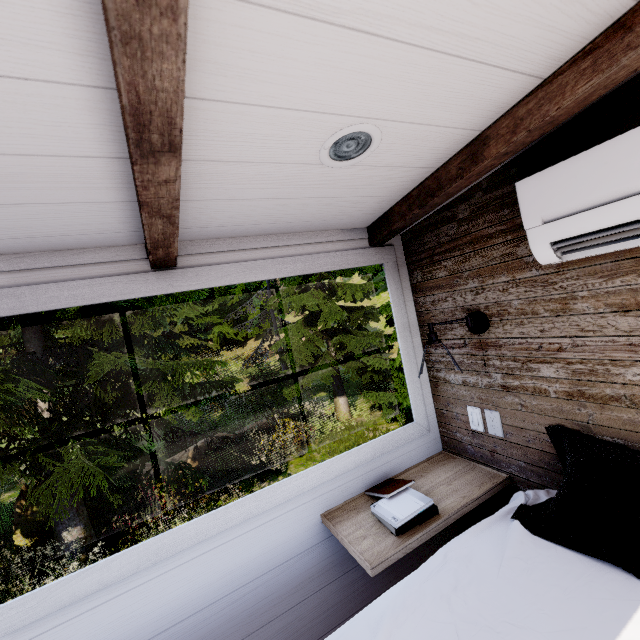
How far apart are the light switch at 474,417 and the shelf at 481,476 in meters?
0.2

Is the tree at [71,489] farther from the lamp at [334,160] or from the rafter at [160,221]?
the lamp at [334,160]

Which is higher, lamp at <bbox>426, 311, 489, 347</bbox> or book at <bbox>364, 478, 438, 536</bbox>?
lamp at <bbox>426, 311, 489, 347</bbox>

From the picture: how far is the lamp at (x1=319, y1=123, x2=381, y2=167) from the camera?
1.0m

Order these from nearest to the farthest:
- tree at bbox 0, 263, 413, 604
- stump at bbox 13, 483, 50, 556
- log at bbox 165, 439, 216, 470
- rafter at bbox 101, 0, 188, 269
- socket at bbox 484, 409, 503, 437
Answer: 1. rafter at bbox 101, 0, 188, 269
2. socket at bbox 484, 409, 503, 437
3. tree at bbox 0, 263, 413, 604
4. stump at bbox 13, 483, 50, 556
5. log at bbox 165, 439, 216, 470

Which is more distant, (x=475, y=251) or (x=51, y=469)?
(x=51, y=469)

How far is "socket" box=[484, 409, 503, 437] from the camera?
1.6m

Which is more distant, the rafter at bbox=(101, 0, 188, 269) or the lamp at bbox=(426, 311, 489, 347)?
the lamp at bbox=(426, 311, 489, 347)
